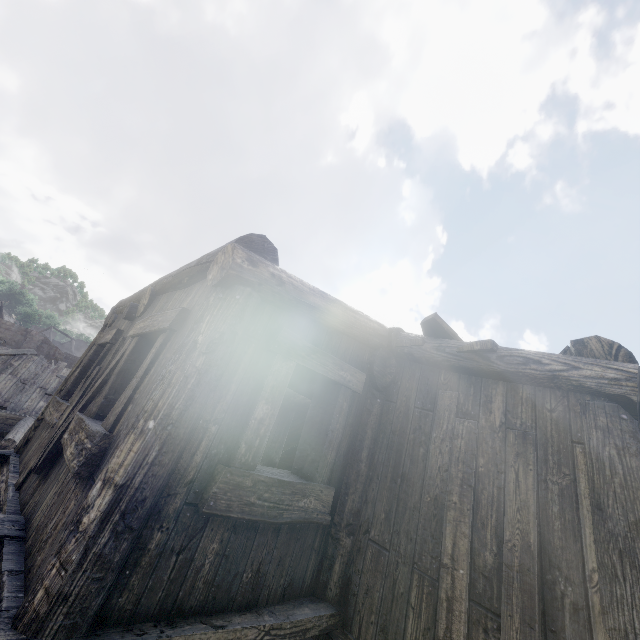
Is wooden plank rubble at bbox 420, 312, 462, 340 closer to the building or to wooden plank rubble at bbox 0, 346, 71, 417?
the building

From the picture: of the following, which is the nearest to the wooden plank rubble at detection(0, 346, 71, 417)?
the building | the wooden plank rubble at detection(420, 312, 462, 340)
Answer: the building

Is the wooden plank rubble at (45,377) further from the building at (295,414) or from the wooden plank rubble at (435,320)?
the wooden plank rubble at (435,320)

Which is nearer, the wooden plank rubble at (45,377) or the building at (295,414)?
the building at (295,414)

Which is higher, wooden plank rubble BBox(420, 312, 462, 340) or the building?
wooden plank rubble BBox(420, 312, 462, 340)

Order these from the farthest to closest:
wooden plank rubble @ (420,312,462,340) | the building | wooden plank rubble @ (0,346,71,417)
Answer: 1. wooden plank rubble @ (0,346,71,417)
2. wooden plank rubble @ (420,312,462,340)
3. the building

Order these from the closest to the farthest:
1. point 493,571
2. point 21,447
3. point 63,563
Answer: point 63,563
point 493,571
point 21,447
